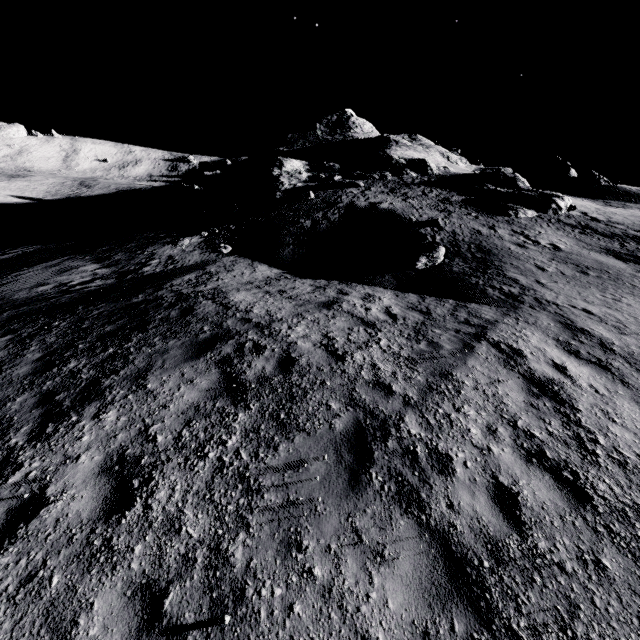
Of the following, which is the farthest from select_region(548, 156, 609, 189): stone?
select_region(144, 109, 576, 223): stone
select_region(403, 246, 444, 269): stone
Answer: select_region(403, 246, 444, 269): stone

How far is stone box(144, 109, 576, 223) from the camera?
24.5m

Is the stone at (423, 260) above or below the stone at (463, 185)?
below

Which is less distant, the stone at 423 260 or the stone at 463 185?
the stone at 423 260

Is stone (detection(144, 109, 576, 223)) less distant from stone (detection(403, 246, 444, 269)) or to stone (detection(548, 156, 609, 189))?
stone (detection(403, 246, 444, 269))

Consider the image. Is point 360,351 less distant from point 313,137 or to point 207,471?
point 207,471

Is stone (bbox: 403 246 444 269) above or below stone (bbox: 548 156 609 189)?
below

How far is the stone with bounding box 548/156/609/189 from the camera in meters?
42.5
